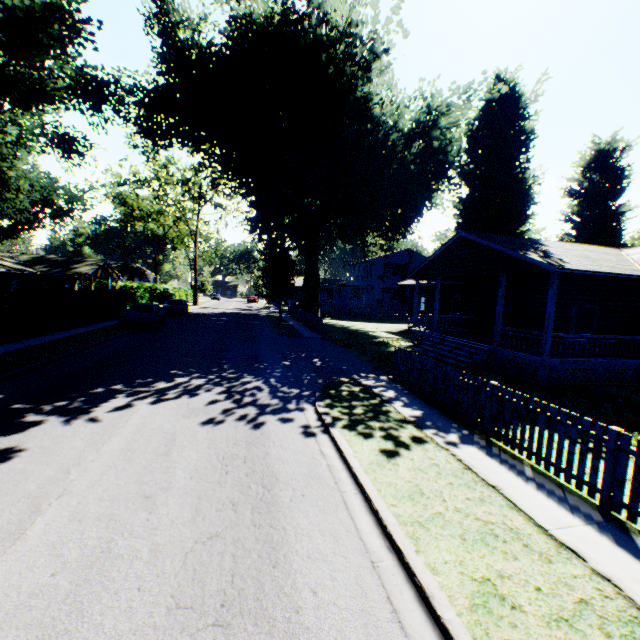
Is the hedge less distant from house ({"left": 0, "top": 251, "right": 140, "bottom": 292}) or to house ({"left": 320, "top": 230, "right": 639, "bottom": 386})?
house ({"left": 0, "top": 251, "right": 140, "bottom": 292})

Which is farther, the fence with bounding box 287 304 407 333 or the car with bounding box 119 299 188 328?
the fence with bounding box 287 304 407 333

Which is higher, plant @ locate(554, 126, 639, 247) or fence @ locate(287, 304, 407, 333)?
plant @ locate(554, 126, 639, 247)

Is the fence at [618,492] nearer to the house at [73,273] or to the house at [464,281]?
the house at [464,281]

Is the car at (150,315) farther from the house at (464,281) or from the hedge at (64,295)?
the house at (464,281)

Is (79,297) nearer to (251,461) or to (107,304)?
(107,304)

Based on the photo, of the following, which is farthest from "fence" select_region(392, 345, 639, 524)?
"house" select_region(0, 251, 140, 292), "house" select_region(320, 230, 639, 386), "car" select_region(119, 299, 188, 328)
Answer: "house" select_region(0, 251, 140, 292)

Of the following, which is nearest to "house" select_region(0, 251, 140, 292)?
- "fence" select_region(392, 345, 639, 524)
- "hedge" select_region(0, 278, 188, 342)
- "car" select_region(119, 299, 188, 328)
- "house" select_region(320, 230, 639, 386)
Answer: "hedge" select_region(0, 278, 188, 342)
